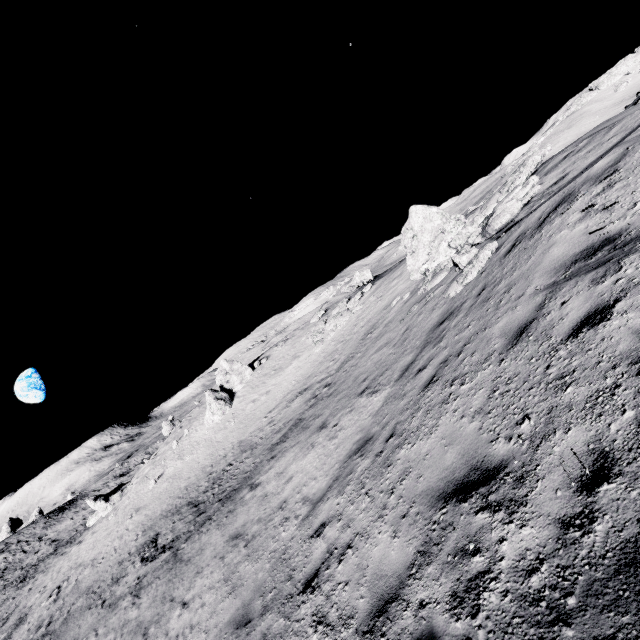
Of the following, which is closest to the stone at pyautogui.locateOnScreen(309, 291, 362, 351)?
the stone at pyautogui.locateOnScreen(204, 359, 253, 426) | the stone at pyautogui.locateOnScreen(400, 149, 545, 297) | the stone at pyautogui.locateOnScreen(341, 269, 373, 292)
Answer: the stone at pyautogui.locateOnScreen(204, 359, 253, 426)

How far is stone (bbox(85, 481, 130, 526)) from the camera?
32.2 meters

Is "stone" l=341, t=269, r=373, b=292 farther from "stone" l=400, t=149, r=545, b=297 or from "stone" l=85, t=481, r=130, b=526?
"stone" l=85, t=481, r=130, b=526

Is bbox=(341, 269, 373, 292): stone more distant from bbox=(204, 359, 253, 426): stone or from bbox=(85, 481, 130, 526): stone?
bbox=(85, 481, 130, 526): stone

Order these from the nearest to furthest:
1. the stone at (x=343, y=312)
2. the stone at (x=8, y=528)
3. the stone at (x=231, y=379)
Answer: the stone at (x=343, y=312) < the stone at (x=231, y=379) < the stone at (x=8, y=528)

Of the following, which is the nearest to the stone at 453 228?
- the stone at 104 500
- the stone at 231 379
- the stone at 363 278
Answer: the stone at 231 379

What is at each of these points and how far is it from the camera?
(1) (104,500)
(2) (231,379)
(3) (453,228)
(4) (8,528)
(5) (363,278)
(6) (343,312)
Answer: (1) stone, 32.4 meters
(2) stone, 31.4 meters
(3) stone, 14.6 meters
(4) stone, 54.9 meters
(5) stone, 48.5 meters
(6) stone, 26.4 meters

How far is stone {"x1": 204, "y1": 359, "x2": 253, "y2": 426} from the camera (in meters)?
28.08
